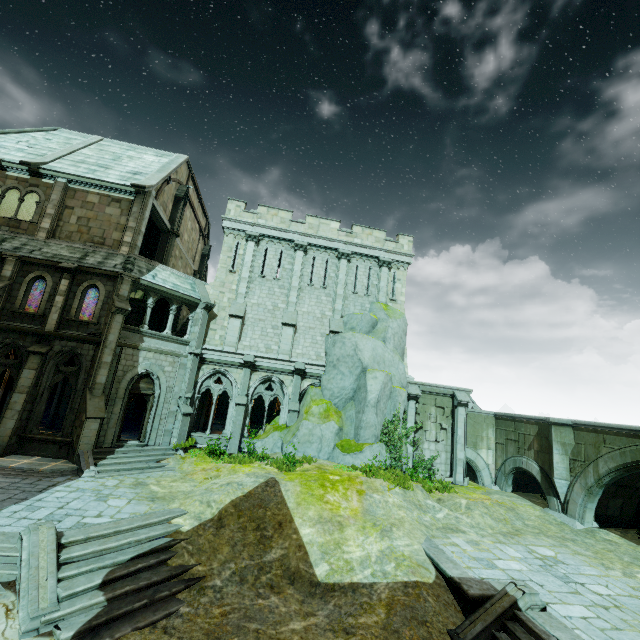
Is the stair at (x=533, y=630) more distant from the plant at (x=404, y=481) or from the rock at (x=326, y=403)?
the rock at (x=326, y=403)

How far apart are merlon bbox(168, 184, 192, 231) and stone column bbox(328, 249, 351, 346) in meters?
11.7

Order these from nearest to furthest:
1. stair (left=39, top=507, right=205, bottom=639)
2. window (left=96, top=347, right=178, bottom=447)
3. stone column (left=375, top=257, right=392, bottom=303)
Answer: stair (left=39, top=507, right=205, bottom=639) → window (left=96, top=347, right=178, bottom=447) → stone column (left=375, top=257, right=392, bottom=303)

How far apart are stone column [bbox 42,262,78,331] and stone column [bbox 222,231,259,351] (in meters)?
7.83

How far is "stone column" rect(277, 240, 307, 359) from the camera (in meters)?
20.54

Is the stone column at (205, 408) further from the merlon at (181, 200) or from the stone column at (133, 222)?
the merlon at (181, 200)

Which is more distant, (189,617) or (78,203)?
(78,203)

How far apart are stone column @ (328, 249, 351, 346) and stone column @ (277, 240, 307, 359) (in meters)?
2.04
